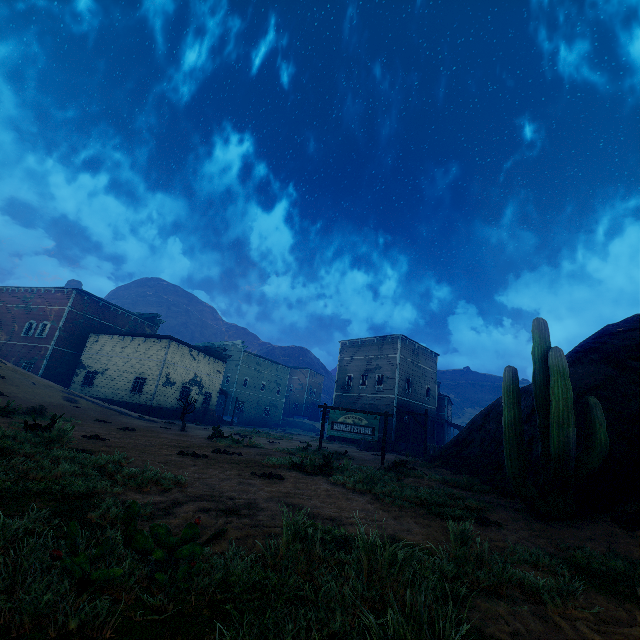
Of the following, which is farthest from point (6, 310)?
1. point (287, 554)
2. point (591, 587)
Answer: point (591, 587)

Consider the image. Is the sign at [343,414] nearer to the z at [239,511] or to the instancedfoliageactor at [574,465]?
the z at [239,511]

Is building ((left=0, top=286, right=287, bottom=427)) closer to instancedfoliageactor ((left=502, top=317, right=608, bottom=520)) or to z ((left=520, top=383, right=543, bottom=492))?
z ((left=520, top=383, right=543, bottom=492))

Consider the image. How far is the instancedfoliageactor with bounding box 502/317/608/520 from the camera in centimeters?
596cm

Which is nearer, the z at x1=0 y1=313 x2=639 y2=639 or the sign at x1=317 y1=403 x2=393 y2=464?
the z at x1=0 y1=313 x2=639 y2=639

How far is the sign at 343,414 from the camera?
14.3m

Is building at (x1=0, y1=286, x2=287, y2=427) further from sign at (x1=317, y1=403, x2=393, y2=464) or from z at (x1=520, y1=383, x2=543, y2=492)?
sign at (x1=317, y1=403, x2=393, y2=464)

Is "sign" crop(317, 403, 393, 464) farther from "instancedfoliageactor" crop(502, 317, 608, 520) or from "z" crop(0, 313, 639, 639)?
"instancedfoliageactor" crop(502, 317, 608, 520)
